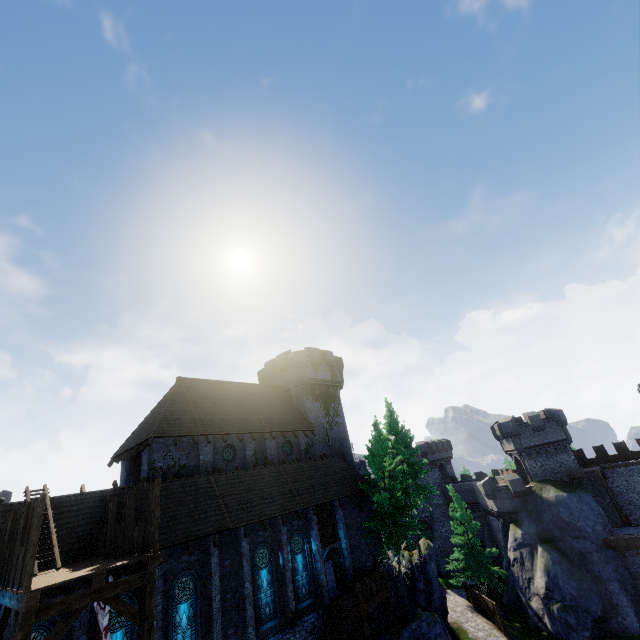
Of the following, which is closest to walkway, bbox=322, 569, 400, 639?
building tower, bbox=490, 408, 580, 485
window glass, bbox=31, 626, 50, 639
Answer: window glass, bbox=31, 626, 50, 639

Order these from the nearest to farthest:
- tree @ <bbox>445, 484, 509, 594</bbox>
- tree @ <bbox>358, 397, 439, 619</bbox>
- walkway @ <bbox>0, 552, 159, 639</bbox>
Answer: walkway @ <bbox>0, 552, 159, 639</bbox> → tree @ <bbox>358, 397, 439, 619</bbox> → tree @ <bbox>445, 484, 509, 594</bbox>

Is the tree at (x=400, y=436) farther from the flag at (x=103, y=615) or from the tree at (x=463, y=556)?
the flag at (x=103, y=615)

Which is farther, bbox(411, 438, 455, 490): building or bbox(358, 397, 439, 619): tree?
bbox(411, 438, 455, 490): building

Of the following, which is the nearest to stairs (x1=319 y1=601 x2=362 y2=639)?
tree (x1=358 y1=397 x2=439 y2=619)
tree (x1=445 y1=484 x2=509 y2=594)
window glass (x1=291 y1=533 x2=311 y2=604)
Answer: window glass (x1=291 y1=533 x2=311 y2=604)

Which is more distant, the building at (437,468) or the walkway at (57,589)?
the building at (437,468)

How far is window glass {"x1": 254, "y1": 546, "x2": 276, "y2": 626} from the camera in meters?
18.6

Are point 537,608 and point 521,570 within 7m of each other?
yes
